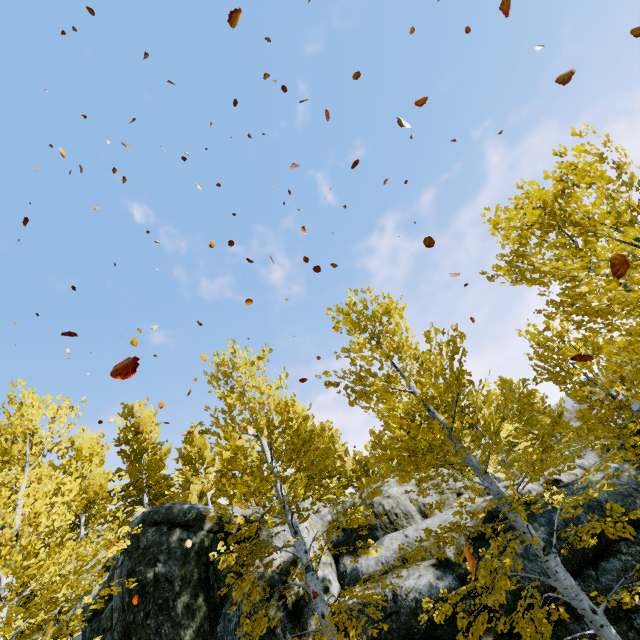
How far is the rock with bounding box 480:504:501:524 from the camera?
8.91m

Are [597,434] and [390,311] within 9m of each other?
yes

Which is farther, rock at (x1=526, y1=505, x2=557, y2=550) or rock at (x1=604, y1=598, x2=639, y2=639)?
rock at (x1=526, y1=505, x2=557, y2=550)

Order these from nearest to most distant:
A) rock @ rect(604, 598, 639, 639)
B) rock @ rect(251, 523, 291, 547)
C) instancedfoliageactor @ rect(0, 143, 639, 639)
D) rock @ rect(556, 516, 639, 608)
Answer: instancedfoliageactor @ rect(0, 143, 639, 639) < rock @ rect(604, 598, 639, 639) < rock @ rect(556, 516, 639, 608) < rock @ rect(251, 523, 291, 547)

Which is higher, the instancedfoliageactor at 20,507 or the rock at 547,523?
the instancedfoliageactor at 20,507

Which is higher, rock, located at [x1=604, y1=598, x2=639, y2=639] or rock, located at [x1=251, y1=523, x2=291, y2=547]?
rock, located at [x1=251, y1=523, x2=291, y2=547]

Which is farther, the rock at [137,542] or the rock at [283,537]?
the rock at [283,537]
